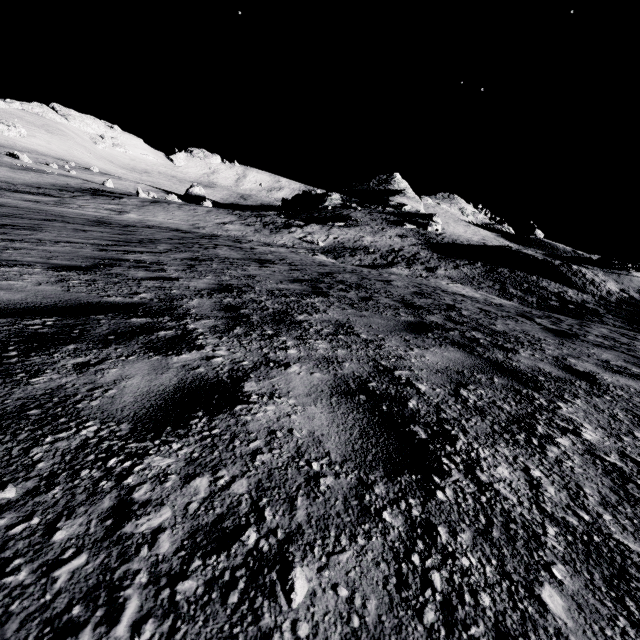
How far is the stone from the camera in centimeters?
4881cm

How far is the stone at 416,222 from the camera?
48.8m

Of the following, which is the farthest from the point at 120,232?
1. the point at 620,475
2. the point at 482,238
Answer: the point at 482,238
